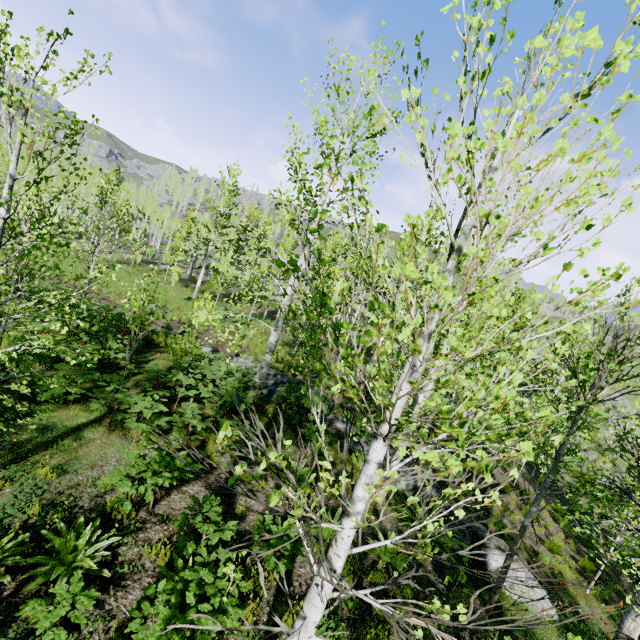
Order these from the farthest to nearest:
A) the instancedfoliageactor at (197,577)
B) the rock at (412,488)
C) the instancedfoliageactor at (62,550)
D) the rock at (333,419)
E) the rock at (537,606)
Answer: the rock at (333,419)
the rock at (412,488)
the rock at (537,606)
the instancedfoliageactor at (62,550)
the instancedfoliageactor at (197,577)

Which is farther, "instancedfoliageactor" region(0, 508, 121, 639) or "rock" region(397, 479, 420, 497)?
"rock" region(397, 479, 420, 497)

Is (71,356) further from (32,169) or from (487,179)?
(487,179)

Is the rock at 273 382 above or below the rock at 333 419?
above

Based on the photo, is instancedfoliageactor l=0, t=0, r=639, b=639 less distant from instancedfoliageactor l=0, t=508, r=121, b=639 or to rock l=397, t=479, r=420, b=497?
rock l=397, t=479, r=420, b=497

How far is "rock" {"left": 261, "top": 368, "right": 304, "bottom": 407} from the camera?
11.8m

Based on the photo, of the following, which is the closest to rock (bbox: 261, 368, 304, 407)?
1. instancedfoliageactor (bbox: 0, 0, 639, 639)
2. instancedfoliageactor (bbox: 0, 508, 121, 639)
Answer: A: instancedfoliageactor (bbox: 0, 0, 639, 639)
